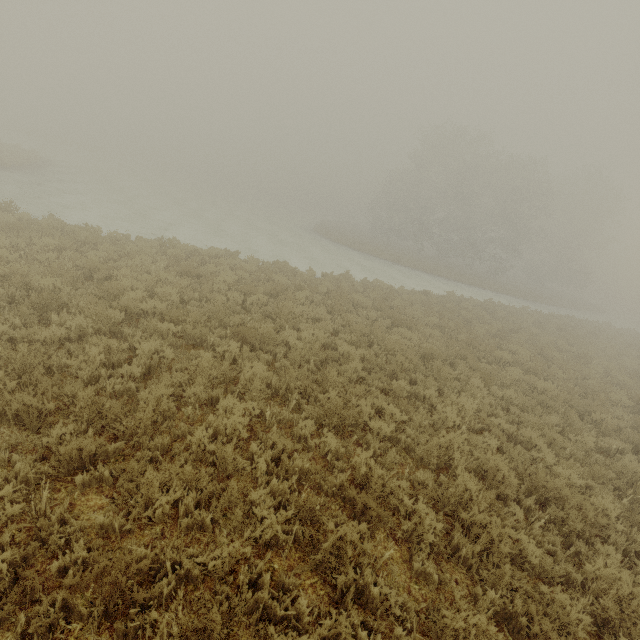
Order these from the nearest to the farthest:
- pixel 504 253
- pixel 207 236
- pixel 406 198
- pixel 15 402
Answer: pixel 15 402 < pixel 207 236 < pixel 504 253 < pixel 406 198
